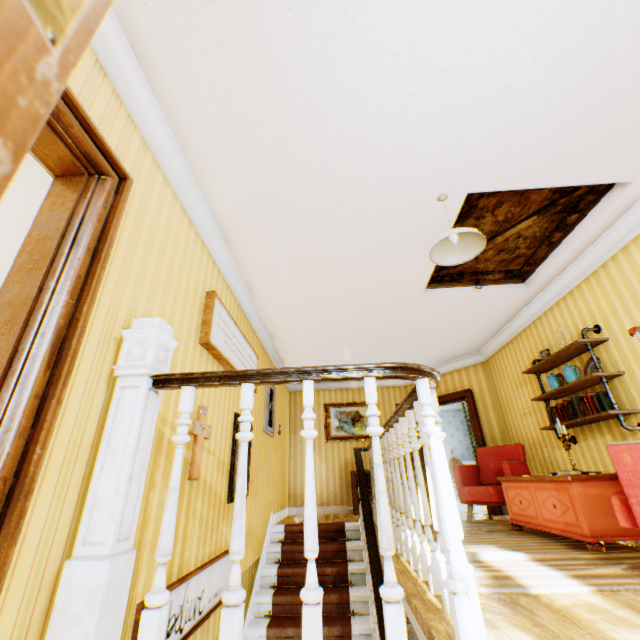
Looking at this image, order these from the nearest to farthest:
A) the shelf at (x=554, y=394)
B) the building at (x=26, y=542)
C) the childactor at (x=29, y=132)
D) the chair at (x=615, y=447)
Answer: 1. the childactor at (x=29, y=132)
2. the building at (x=26, y=542)
3. the chair at (x=615, y=447)
4. the shelf at (x=554, y=394)

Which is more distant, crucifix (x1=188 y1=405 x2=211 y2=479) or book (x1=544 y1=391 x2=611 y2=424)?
book (x1=544 y1=391 x2=611 y2=424)

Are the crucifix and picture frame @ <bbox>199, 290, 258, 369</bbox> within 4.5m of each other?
yes

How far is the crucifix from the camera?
2.77m

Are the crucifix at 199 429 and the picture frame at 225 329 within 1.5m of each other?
yes

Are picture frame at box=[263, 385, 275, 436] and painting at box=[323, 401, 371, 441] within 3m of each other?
yes

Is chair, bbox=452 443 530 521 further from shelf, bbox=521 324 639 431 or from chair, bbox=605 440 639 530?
chair, bbox=605 440 639 530

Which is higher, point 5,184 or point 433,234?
point 433,234
